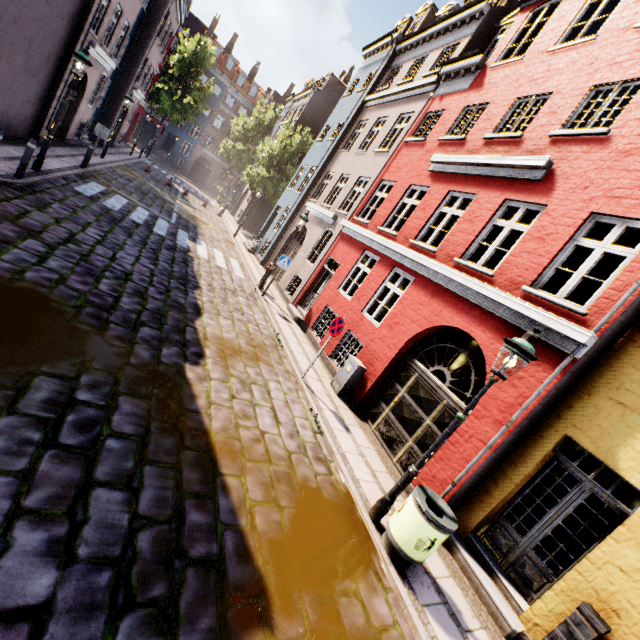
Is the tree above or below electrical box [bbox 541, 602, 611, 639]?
above

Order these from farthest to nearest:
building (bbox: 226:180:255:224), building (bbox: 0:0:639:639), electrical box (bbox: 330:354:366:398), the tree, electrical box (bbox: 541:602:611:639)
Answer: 1. the tree
2. building (bbox: 226:180:255:224)
3. electrical box (bbox: 330:354:366:398)
4. building (bbox: 0:0:639:639)
5. electrical box (bbox: 541:602:611:639)

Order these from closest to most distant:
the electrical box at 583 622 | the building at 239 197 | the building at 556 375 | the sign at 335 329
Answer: the electrical box at 583 622 < the building at 556 375 < the sign at 335 329 < the building at 239 197

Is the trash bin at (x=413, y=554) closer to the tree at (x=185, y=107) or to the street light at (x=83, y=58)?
the street light at (x=83, y=58)

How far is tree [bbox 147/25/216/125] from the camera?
32.6 meters

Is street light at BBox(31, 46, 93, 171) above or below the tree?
below

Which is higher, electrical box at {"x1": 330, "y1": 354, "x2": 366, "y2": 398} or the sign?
the sign

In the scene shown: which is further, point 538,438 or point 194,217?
point 194,217
